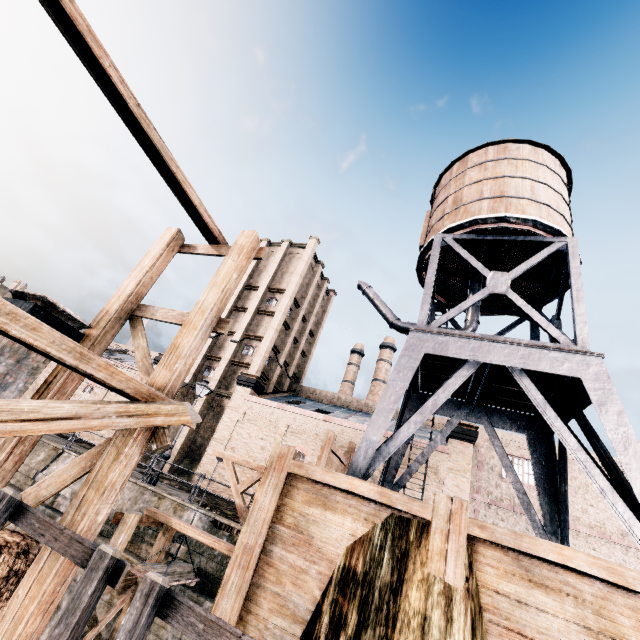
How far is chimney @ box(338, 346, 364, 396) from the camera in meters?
55.5

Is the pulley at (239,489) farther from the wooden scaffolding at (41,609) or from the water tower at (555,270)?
the wooden scaffolding at (41,609)

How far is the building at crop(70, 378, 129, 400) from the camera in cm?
3353

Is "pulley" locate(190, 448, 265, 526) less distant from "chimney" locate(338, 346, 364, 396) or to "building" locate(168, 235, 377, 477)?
"building" locate(168, 235, 377, 477)

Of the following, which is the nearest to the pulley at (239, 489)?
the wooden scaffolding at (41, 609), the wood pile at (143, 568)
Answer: the wood pile at (143, 568)

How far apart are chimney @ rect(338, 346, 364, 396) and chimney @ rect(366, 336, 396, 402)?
2.5m

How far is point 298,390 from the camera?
39.69m

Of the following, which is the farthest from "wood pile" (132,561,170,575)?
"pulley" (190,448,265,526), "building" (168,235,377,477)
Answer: "building" (168,235,377,477)
